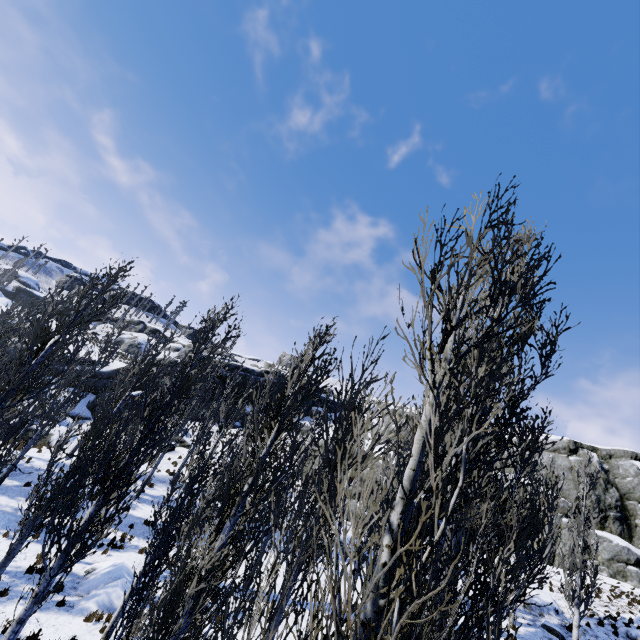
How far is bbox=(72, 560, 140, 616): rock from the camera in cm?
1149

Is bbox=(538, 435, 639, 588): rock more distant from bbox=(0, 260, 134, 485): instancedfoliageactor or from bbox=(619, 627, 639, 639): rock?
bbox=(619, 627, 639, 639): rock

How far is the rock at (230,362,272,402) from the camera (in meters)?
39.81

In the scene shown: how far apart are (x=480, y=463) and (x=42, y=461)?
26.5 meters

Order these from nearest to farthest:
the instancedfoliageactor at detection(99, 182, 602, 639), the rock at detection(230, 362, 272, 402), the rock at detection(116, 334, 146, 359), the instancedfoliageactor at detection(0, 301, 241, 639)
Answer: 1. the instancedfoliageactor at detection(99, 182, 602, 639)
2. the instancedfoliageactor at detection(0, 301, 241, 639)
3. the rock at detection(230, 362, 272, 402)
4. the rock at detection(116, 334, 146, 359)

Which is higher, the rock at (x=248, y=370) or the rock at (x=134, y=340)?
the rock at (x=248, y=370)

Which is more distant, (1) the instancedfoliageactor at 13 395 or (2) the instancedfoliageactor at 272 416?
(1) the instancedfoliageactor at 13 395
